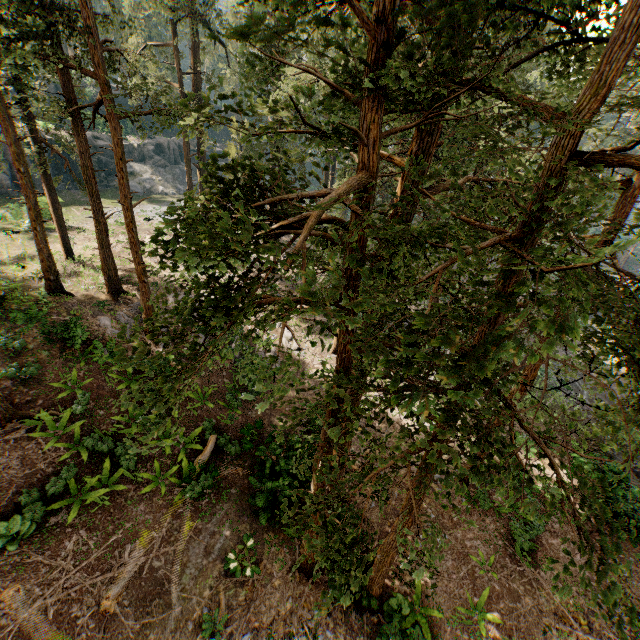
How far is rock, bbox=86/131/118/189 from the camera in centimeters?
3886cm

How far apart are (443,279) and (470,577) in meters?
12.1 m

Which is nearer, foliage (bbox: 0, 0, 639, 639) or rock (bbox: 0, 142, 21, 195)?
foliage (bbox: 0, 0, 639, 639)

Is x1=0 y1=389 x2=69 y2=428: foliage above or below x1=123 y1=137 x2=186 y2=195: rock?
below

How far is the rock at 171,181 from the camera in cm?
4319
